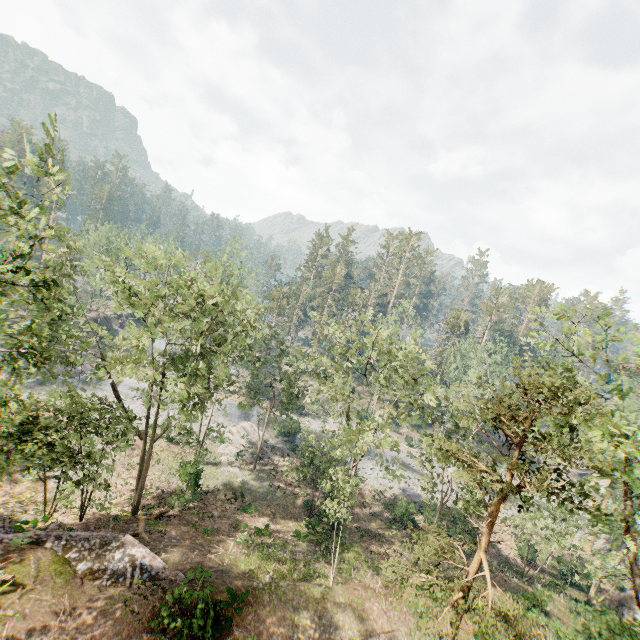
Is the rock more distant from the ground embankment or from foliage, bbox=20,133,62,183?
the ground embankment

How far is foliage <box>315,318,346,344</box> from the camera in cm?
2330

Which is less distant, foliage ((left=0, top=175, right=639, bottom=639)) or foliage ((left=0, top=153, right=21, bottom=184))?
foliage ((left=0, top=153, right=21, bottom=184))

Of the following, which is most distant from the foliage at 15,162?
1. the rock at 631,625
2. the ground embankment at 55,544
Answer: the rock at 631,625

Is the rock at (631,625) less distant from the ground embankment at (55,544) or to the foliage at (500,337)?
the foliage at (500,337)

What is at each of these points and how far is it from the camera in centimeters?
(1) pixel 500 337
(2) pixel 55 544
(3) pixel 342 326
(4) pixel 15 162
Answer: (1) foliage, 5134cm
(2) ground embankment, 1716cm
(3) foliage, 3131cm
(4) foliage, 768cm
